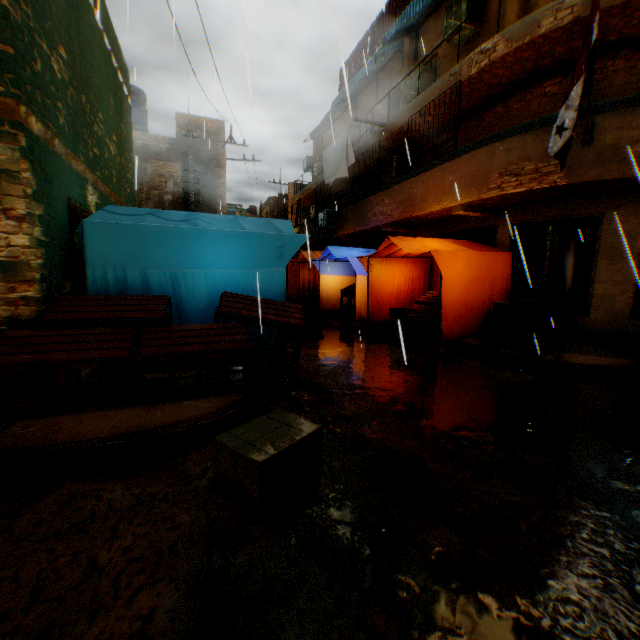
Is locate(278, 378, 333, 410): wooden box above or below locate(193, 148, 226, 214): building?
below

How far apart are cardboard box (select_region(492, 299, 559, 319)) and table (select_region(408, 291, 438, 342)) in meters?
0.7 m

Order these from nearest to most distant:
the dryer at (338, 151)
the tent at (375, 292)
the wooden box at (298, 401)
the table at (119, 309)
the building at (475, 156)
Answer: the table at (119, 309) < the wooden box at (298, 401) < the building at (475, 156) < the tent at (375, 292) < the dryer at (338, 151)

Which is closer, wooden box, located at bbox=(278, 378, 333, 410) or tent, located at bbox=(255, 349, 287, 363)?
wooden box, located at bbox=(278, 378, 333, 410)

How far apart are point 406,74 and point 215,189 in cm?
942

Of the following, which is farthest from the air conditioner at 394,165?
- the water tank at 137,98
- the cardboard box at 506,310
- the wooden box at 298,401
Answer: the water tank at 137,98

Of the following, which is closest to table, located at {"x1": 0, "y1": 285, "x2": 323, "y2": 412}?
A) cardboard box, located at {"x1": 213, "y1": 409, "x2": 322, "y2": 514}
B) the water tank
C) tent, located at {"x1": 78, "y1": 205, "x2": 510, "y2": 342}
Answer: tent, located at {"x1": 78, "y1": 205, "x2": 510, "y2": 342}

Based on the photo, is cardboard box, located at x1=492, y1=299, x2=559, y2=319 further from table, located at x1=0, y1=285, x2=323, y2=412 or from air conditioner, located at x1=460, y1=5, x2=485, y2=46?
air conditioner, located at x1=460, y1=5, x2=485, y2=46
